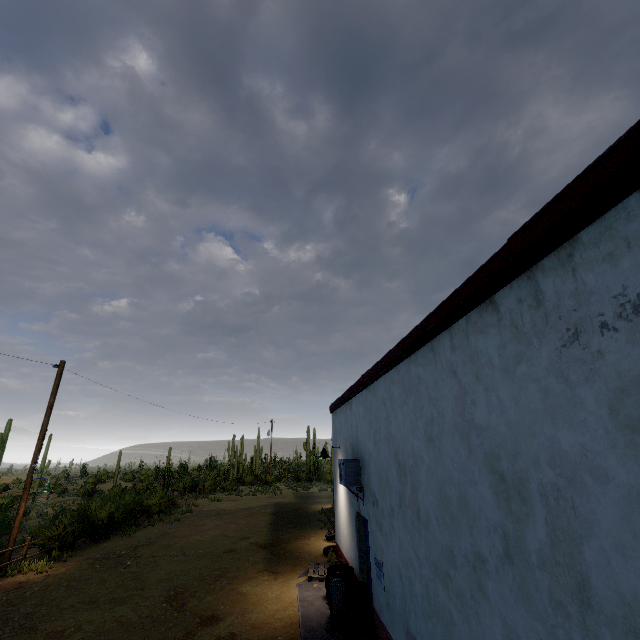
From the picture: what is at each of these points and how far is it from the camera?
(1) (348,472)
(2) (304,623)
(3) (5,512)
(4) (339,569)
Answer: (1) air conditioner, 7.11m
(2) curb, 7.08m
(3) plant, 20.28m
(4) trash can, 7.89m

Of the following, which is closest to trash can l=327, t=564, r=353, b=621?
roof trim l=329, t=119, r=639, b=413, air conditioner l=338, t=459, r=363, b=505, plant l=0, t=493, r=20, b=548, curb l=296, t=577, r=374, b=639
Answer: curb l=296, t=577, r=374, b=639

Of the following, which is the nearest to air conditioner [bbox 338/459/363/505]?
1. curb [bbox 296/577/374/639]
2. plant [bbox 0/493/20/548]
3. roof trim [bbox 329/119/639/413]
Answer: roof trim [bbox 329/119/639/413]

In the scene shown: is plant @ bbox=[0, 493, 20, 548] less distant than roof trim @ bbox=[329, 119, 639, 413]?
No

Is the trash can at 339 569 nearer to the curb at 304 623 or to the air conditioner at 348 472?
the curb at 304 623

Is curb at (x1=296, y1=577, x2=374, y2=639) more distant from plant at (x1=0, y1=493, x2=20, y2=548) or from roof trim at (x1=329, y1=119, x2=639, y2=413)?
plant at (x1=0, y1=493, x2=20, y2=548)

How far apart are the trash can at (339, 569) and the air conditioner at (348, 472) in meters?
1.6

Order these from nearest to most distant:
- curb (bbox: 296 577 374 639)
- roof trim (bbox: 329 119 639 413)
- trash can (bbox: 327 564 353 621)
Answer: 1. roof trim (bbox: 329 119 639 413)
2. curb (bbox: 296 577 374 639)
3. trash can (bbox: 327 564 353 621)
